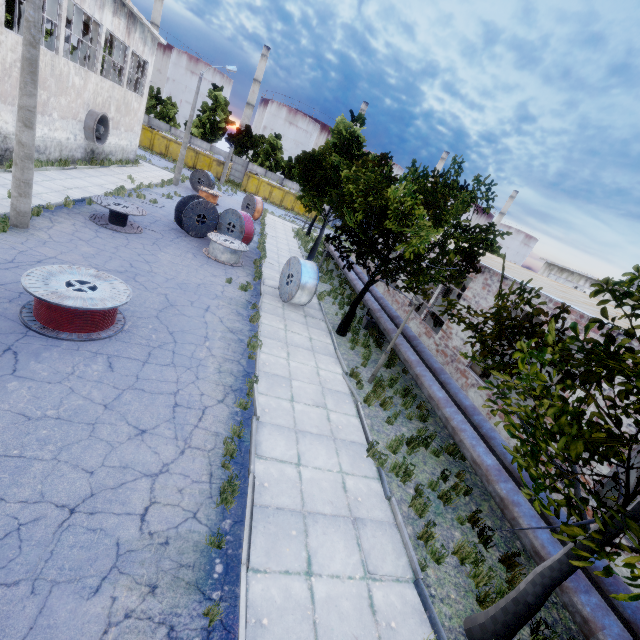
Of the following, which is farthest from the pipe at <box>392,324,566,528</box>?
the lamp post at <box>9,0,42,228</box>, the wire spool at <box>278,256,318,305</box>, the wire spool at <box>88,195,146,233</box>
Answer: the lamp post at <box>9,0,42,228</box>

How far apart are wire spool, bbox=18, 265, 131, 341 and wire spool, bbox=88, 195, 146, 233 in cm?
629

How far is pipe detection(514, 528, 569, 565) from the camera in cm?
577

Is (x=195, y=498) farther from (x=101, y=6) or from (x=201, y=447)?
(x=101, y=6)

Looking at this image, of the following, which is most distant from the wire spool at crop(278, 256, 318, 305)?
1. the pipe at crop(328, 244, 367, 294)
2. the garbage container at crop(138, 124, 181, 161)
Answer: the garbage container at crop(138, 124, 181, 161)

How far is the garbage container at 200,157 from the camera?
42.0m

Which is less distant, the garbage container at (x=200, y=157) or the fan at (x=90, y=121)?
the fan at (x=90, y=121)

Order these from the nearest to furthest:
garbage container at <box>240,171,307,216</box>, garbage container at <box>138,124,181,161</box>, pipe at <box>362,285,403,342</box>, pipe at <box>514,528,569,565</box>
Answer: pipe at <box>514,528,569,565</box> < pipe at <box>362,285,403,342</box> < garbage container at <box>138,124,181,161</box> < garbage container at <box>240,171,307,216</box>
